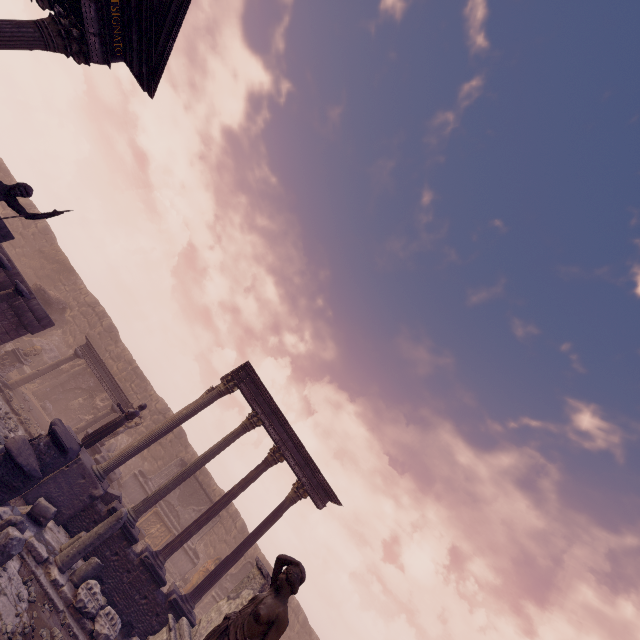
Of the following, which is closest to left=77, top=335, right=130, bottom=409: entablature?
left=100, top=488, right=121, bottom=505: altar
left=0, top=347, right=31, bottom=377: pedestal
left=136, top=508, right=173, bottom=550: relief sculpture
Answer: left=0, top=347, right=31, bottom=377: pedestal

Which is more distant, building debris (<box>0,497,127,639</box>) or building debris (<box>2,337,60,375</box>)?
building debris (<box>2,337,60,375</box>)

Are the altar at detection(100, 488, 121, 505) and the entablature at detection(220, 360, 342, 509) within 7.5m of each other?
yes

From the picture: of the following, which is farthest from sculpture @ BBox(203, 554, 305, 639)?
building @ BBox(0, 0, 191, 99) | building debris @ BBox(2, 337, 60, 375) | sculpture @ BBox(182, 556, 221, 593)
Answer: building debris @ BBox(2, 337, 60, 375)

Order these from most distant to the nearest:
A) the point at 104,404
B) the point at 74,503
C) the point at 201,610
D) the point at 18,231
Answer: the point at 18,231, the point at 104,404, the point at 201,610, the point at 74,503

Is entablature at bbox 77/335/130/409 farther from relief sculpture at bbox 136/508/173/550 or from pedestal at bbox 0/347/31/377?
relief sculpture at bbox 136/508/173/550

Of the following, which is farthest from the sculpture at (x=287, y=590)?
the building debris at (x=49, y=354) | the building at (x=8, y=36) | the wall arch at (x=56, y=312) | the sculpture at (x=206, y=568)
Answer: the building debris at (x=49, y=354)

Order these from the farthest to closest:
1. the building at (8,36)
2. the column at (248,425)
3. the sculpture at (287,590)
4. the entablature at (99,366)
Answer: the entablature at (99,366)
the column at (248,425)
the building at (8,36)
the sculpture at (287,590)
